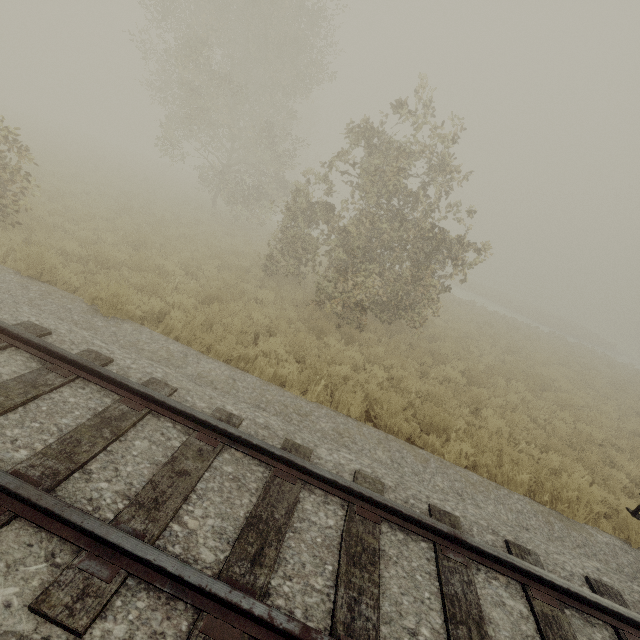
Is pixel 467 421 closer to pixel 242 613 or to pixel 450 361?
pixel 450 361
